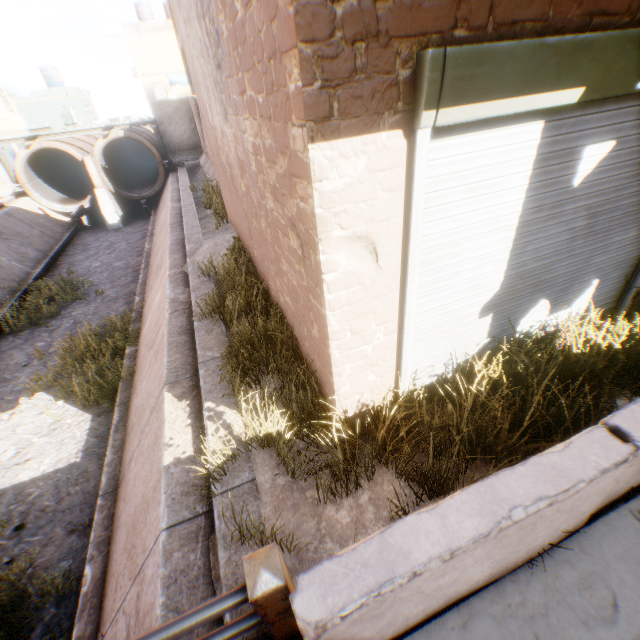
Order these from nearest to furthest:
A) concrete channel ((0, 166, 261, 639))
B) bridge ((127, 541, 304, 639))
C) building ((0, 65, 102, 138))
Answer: bridge ((127, 541, 304, 639))
concrete channel ((0, 166, 261, 639))
building ((0, 65, 102, 138))

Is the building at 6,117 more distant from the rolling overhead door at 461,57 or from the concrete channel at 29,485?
the rolling overhead door at 461,57

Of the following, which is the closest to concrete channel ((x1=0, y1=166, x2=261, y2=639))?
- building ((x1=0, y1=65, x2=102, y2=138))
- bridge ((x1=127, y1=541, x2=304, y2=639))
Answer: bridge ((x1=127, y1=541, x2=304, y2=639))

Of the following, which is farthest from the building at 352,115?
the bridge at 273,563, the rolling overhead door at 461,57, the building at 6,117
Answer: the building at 6,117

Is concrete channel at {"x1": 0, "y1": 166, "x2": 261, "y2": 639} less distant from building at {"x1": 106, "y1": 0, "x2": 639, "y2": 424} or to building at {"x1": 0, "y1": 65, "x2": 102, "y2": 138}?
building at {"x1": 106, "y1": 0, "x2": 639, "y2": 424}

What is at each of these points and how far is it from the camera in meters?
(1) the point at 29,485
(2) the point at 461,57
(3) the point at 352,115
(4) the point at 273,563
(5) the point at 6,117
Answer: (1) concrete channel, 6.4
(2) rolling overhead door, 1.7
(3) building, 1.8
(4) bridge, 1.5
(5) building, 20.1

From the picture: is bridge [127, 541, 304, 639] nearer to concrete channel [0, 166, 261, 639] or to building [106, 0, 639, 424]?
concrete channel [0, 166, 261, 639]

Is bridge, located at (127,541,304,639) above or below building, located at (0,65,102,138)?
below
